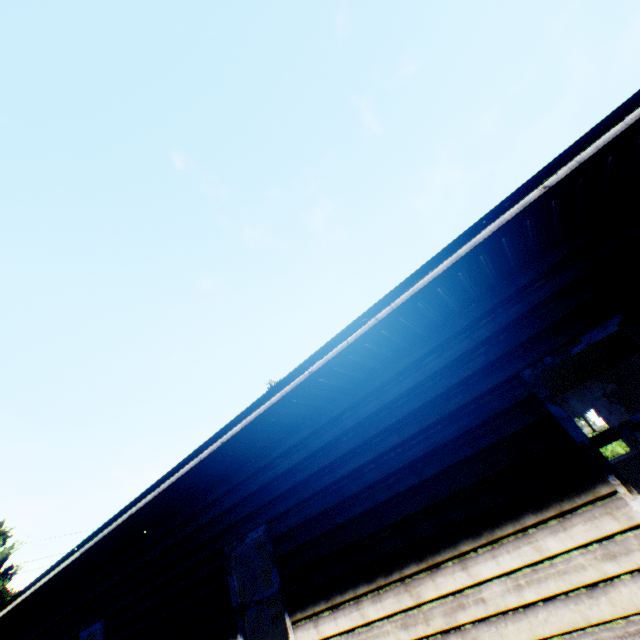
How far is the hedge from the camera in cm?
1630

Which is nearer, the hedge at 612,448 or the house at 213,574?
the house at 213,574

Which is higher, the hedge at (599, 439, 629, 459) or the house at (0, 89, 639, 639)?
the house at (0, 89, 639, 639)

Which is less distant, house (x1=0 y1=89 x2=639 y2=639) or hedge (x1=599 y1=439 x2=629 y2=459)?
house (x1=0 y1=89 x2=639 y2=639)

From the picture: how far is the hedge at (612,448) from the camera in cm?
1630

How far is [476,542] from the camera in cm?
313
